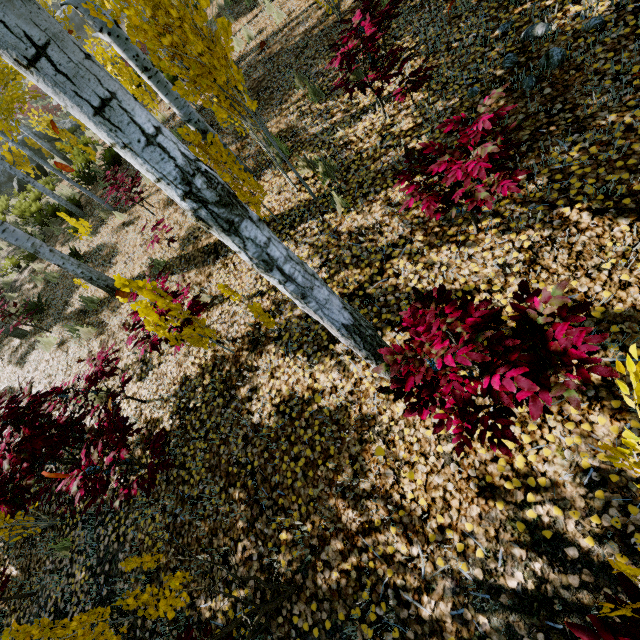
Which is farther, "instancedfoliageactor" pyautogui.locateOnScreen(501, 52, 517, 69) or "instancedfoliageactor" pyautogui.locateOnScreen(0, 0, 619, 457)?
"instancedfoliageactor" pyautogui.locateOnScreen(501, 52, 517, 69)

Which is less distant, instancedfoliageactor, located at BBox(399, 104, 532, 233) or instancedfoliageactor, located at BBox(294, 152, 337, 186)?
instancedfoliageactor, located at BBox(399, 104, 532, 233)

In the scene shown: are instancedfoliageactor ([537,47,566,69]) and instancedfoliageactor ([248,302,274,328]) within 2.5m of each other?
no

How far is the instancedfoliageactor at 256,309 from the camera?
3.59m

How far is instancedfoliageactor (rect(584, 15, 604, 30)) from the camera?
3.19m

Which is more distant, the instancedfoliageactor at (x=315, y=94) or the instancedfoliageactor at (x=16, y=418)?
the instancedfoliageactor at (x=315, y=94)

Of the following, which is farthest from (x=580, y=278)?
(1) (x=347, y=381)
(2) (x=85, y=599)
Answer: (2) (x=85, y=599)

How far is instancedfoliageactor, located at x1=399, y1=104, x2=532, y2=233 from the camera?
2.2m
